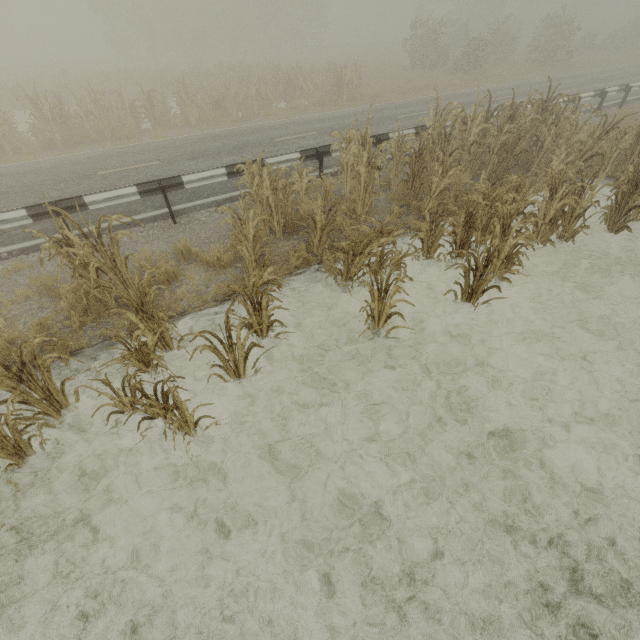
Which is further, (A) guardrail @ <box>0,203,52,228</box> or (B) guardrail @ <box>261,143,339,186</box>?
(B) guardrail @ <box>261,143,339,186</box>

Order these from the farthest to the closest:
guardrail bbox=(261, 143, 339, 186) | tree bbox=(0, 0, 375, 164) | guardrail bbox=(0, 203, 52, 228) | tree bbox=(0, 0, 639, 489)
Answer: tree bbox=(0, 0, 375, 164) → guardrail bbox=(261, 143, 339, 186) → guardrail bbox=(0, 203, 52, 228) → tree bbox=(0, 0, 639, 489)

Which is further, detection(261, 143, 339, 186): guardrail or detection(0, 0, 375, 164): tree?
detection(0, 0, 375, 164): tree

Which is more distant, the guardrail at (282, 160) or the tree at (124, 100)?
the tree at (124, 100)

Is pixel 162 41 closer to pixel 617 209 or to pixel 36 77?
pixel 36 77

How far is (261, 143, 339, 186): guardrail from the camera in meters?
8.1

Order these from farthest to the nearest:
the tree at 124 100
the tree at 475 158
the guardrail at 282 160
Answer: the tree at 124 100
the guardrail at 282 160
the tree at 475 158
